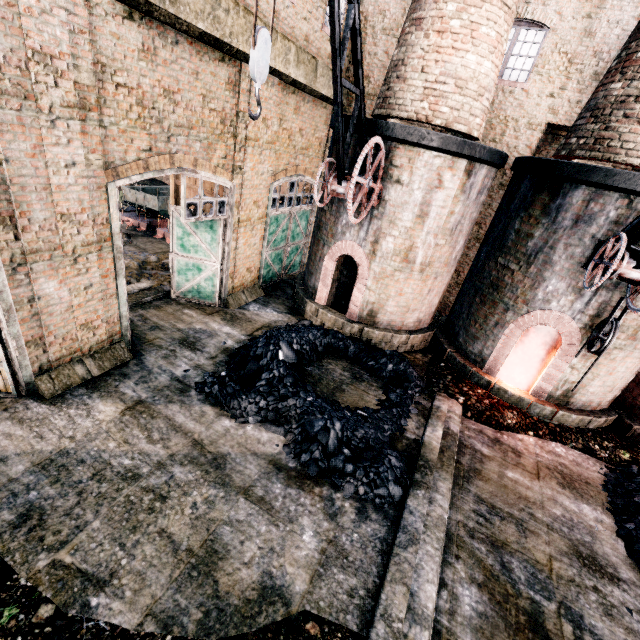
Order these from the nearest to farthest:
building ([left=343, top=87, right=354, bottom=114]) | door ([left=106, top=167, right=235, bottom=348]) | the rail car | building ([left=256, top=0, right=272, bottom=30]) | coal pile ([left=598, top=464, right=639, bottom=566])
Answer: coal pile ([left=598, top=464, right=639, bottom=566]) < door ([left=106, top=167, right=235, bottom=348]) < building ([left=256, top=0, right=272, bottom=30]) < building ([left=343, top=87, right=354, bottom=114]) < the rail car

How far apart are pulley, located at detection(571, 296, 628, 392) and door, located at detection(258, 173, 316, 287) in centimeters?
1149cm

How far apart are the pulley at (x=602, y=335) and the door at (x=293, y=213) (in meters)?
11.49

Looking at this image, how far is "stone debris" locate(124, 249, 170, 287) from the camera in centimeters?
1328cm

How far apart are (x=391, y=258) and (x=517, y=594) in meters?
9.2

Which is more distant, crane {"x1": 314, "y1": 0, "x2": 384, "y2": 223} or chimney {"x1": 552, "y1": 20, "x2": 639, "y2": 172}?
chimney {"x1": 552, "y1": 20, "x2": 639, "y2": 172}

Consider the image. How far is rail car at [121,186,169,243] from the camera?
17.9m

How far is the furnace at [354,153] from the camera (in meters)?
10.48
